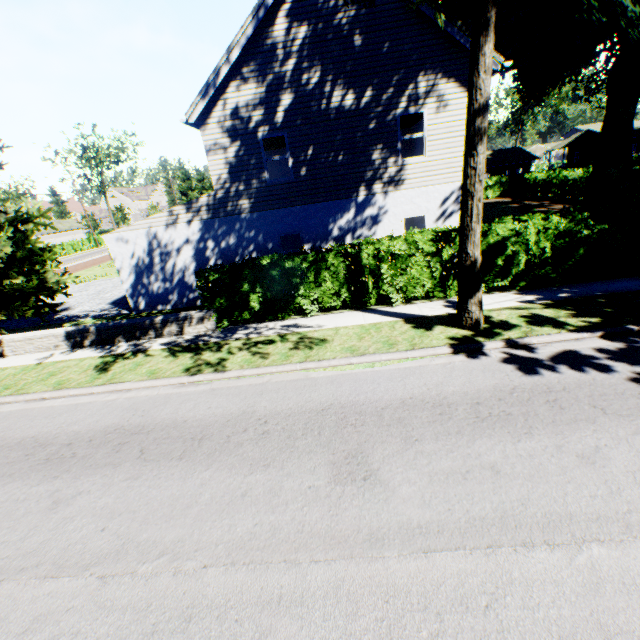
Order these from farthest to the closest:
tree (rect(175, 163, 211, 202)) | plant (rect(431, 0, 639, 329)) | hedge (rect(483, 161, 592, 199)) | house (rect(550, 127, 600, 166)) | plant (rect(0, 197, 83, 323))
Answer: tree (rect(175, 163, 211, 202)) < house (rect(550, 127, 600, 166)) < hedge (rect(483, 161, 592, 199)) < plant (rect(0, 197, 83, 323)) < plant (rect(431, 0, 639, 329))

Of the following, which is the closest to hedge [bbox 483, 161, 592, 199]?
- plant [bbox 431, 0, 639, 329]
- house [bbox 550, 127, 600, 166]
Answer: plant [bbox 431, 0, 639, 329]

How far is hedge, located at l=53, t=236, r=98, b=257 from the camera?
47.1m

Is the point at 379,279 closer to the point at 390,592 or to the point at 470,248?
the point at 470,248

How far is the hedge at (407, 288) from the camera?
10.09m

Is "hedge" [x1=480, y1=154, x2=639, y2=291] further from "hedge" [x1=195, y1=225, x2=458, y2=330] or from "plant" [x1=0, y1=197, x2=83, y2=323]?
"plant" [x1=0, y1=197, x2=83, y2=323]

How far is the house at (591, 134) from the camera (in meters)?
50.67

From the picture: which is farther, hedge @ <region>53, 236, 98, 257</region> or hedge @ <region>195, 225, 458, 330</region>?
hedge @ <region>53, 236, 98, 257</region>
